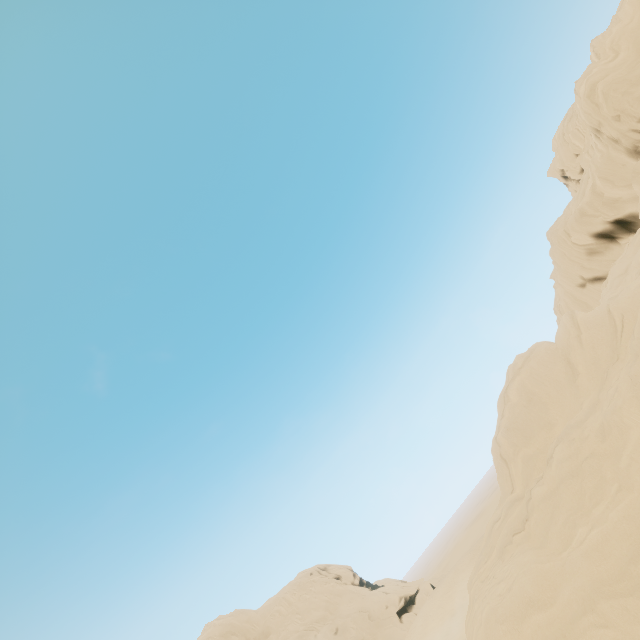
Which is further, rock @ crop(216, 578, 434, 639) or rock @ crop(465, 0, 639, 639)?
rock @ crop(216, 578, 434, 639)

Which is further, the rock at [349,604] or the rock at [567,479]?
the rock at [349,604]

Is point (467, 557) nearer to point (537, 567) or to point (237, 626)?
point (237, 626)
